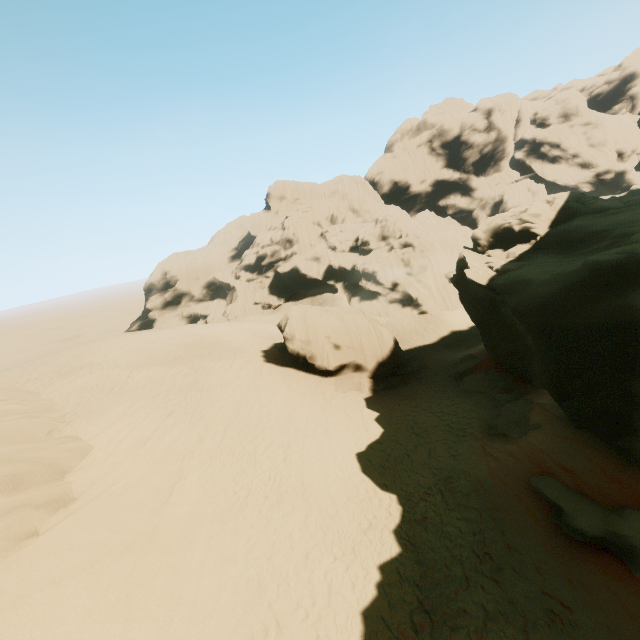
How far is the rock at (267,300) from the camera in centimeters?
5834cm

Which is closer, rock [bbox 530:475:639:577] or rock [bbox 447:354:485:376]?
rock [bbox 530:475:639:577]

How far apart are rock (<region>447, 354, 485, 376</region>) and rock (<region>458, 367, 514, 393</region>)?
0.8m

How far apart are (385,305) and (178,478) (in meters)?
33.12

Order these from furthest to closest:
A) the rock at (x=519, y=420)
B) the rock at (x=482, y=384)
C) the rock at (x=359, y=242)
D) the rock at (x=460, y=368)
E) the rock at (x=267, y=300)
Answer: the rock at (x=267, y=300)
the rock at (x=460, y=368)
the rock at (x=482, y=384)
the rock at (x=519, y=420)
the rock at (x=359, y=242)

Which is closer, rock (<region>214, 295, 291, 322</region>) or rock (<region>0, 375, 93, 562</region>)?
rock (<region>0, 375, 93, 562</region>)

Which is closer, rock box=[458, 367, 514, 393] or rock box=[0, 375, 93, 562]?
rock box=[0, 375, 93, 562]
